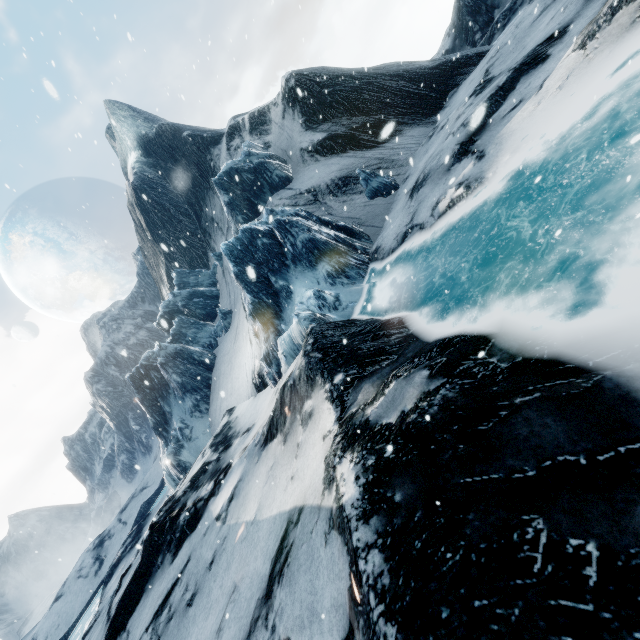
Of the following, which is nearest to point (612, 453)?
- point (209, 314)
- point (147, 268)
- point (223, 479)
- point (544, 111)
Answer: point (544, 111)
